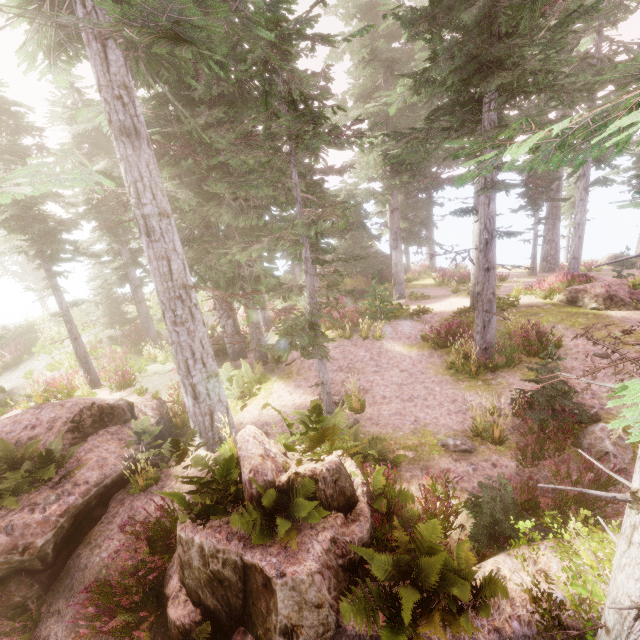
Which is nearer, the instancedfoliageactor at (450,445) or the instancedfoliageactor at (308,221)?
the instancedfoliageactor at (308,221)

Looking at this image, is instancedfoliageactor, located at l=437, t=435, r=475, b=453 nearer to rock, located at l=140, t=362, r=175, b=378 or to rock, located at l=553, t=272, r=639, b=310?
rock, located at l=553, t=272, r=639, b=310

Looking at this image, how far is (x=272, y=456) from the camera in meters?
5.8

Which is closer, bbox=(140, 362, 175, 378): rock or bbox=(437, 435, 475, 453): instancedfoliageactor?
bbox=(437, 435, 475, 453): instancedfoliageactor

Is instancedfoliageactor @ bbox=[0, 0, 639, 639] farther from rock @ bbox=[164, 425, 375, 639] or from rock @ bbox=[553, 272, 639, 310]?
rock @ bbox=[553, 272, 639, 310]

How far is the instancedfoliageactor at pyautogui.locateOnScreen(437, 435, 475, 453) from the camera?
7.5m

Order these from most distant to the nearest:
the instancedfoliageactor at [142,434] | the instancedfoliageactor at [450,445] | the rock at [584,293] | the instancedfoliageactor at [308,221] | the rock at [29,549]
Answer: the rock at [584,293] < the instancedfoliageactor at [142,434] < the instancedfoliageactor at [450,445] < the rock at [29,549] < the instancedfoliageactor at [308,221]

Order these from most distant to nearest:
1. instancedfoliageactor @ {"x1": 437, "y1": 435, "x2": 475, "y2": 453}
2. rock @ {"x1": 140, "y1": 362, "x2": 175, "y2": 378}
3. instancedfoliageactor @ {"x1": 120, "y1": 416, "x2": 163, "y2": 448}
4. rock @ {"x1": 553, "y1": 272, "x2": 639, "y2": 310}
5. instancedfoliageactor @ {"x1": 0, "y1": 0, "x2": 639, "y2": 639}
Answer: rock @ {"x1": 140, "y1": 362, "x2": 175, "y2": 378} → rock @ {"x1": 553, "y1": 272, "x2": 639, "y2": 310} → instancedfoliageactor @ {"x1": 120, "y1": 416, "x2": 163, "y2": 448} → instancedfoliageactor @ {"x1": 437, "y1": 435, "x2": 475, "y2": 453} → instancedfoliageactor @ {"x1": 0, "y1": 0, "x2": 639, "y2": 639}
